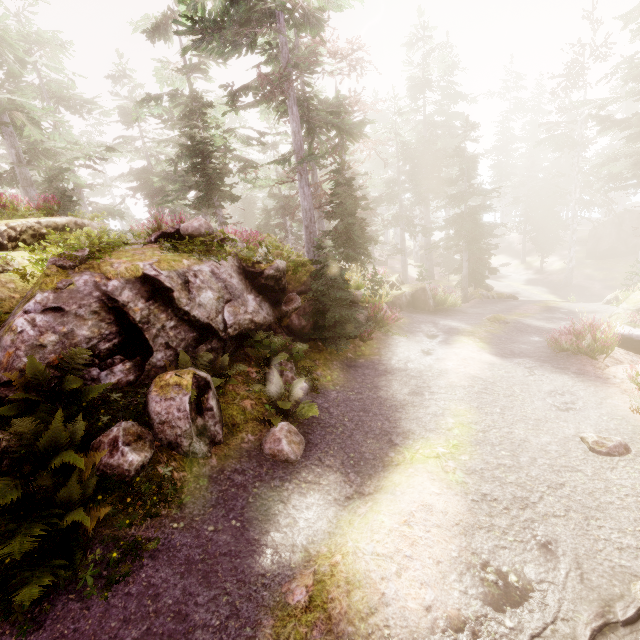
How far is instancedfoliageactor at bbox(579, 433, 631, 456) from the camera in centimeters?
594cm

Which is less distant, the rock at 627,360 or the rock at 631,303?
the rock at 627,360

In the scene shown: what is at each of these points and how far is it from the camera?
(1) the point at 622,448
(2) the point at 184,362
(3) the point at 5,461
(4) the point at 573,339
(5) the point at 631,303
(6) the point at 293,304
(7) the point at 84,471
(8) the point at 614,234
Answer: (1) instancedfoliageactor, 6.0m
(2) instancedfoliageactor, 6.5m
(3) rock, 4.6m
(4) instancedfoliageactor, 11.0m
(5) rock, 16.9m
(6) instancedfoliageactor, 10.1m
(7) instancedfoliageactor, 4.5m
(8) rock, 34.3m

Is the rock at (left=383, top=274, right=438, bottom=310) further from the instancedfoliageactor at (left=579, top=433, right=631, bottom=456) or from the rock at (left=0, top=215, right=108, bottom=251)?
the rock at (left=0, top=215, right=108, bottom=251)

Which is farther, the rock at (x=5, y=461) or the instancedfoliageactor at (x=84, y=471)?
the rock at (x=5, y=461)

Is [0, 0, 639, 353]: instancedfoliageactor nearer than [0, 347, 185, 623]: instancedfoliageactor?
No
